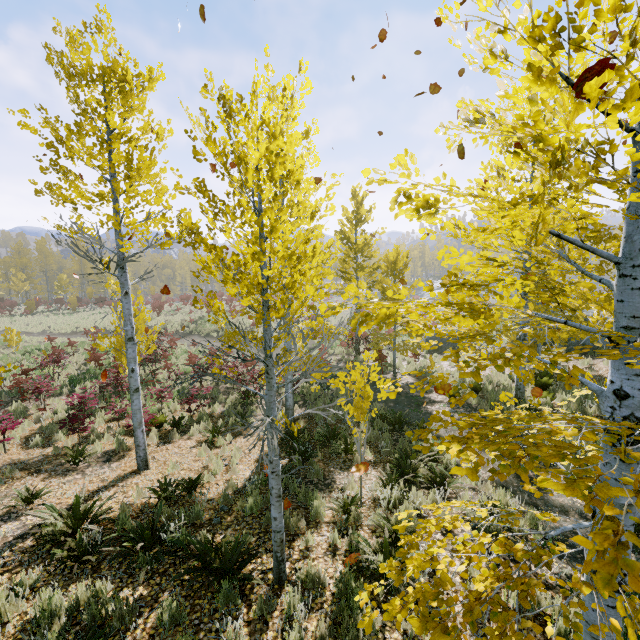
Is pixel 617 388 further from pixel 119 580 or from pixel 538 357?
pixel 119 580

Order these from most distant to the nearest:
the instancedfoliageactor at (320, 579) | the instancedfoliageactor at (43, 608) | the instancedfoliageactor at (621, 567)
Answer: the instancedfoliageactor at (320, 579) < the instancedfoliageactor at (43, 608) < the instancedfoliageactor at (621, 567)

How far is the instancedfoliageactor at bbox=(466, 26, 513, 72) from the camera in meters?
2.1 m

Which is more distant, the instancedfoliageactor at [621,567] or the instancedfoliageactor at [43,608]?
the instancedfoliageactor at [43,608]

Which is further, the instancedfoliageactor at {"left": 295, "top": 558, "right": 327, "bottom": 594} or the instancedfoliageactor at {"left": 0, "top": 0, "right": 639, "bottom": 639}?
the instancedfoliageactor at {"left": 295, "top": 558, "right": 327, "bottom": 594}

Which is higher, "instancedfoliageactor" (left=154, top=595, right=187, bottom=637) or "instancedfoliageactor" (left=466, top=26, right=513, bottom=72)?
"instancedfoliageactor" (left=466, top=26, right=513, bottom=72)

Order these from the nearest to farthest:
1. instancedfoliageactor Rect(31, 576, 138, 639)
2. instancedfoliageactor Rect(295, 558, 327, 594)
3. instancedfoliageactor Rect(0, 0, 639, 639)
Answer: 1. instancedfoliageactor Rect(0, 0, 639, 639)
2. instancedfoliageactor Rect(31, 576, 138, 639)
3. instancedfoliageactor Rect(295, 558, 327, 594)
